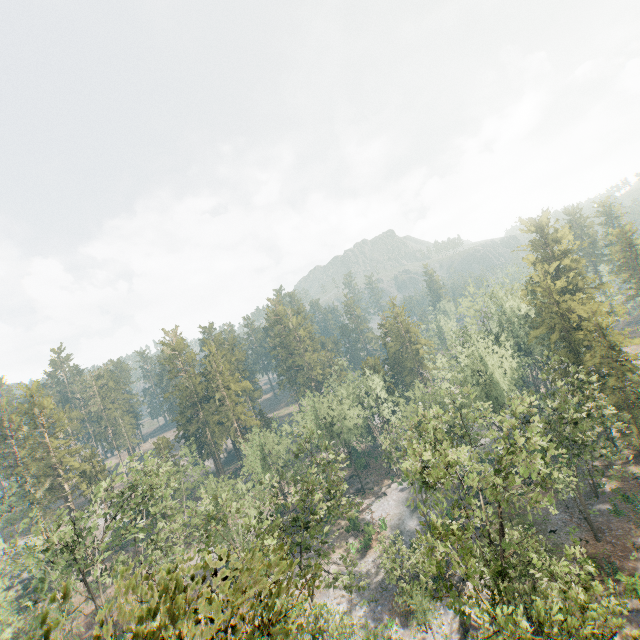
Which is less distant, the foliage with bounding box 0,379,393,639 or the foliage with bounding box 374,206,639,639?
the foliage with bounding box 0,379,393,639

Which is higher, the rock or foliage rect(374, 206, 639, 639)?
foliage rect(374, 206, 639, 639)

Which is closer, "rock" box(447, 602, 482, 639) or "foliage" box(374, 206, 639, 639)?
"foliage" box(374, 206, 639, 639)

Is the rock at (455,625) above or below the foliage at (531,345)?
below

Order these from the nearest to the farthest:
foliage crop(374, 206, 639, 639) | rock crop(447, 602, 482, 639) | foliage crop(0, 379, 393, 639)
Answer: foliage crop(0, 379, 393, 639) → foliage crop(374, 206, 639, 639) → rock crop(447, 602, 482, 639)

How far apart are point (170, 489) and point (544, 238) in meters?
66.7 m

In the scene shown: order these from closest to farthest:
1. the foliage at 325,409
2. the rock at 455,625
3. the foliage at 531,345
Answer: the foliage at 325,409 → the foliage at 531,345 → the rock at 455,625
